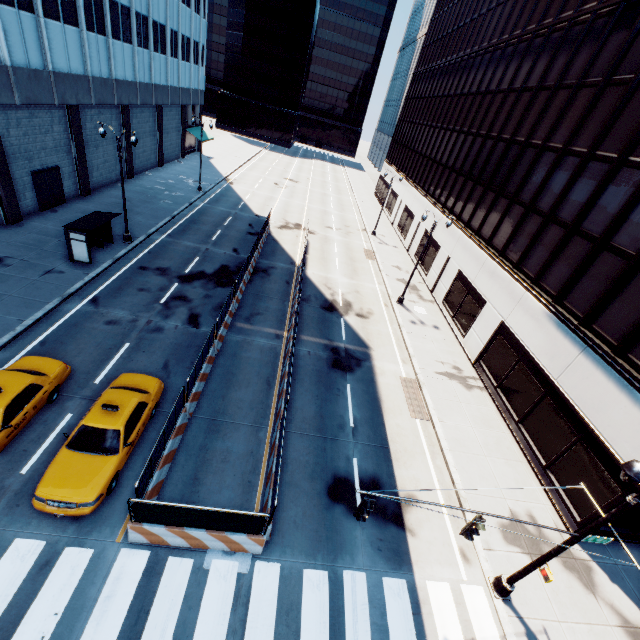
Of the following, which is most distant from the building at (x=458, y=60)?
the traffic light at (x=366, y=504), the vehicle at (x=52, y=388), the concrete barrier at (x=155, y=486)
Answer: the vehicle at (x=52, y=388)

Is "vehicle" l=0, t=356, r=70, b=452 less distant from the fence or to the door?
the fence

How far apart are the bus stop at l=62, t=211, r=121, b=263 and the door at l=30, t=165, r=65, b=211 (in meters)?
6.32

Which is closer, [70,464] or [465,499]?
[70,464]

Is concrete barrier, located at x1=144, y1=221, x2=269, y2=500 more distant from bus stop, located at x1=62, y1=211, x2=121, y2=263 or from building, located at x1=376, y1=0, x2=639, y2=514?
building, located at x1=376, y1=0, x2=639, y2=514

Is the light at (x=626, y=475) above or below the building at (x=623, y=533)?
above

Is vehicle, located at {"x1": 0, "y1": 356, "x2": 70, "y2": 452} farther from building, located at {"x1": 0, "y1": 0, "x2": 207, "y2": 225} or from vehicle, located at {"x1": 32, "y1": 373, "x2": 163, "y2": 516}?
building, located at {"x1": 0, "y1": 0, "x2": 207, "y2": 225}

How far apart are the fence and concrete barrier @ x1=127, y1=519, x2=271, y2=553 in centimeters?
1cm
